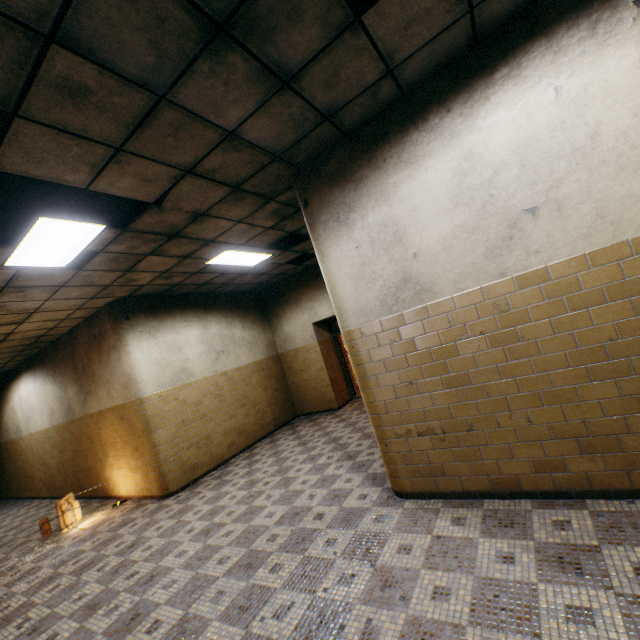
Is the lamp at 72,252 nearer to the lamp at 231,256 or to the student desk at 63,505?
the lamp at 231,256

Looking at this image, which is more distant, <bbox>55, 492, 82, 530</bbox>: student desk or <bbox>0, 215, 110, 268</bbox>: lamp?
<bbox>55, 492, 82, 530</bbox>: student desk

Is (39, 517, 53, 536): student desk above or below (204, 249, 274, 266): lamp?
below

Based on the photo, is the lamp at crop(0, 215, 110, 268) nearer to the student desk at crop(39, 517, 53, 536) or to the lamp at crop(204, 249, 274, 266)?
the lamp at crop(204, 249, 274, 266)

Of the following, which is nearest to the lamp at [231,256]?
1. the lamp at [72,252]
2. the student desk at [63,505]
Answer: the lamp at [72,252]

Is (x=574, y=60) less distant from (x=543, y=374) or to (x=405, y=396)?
(x=543, y=374)
